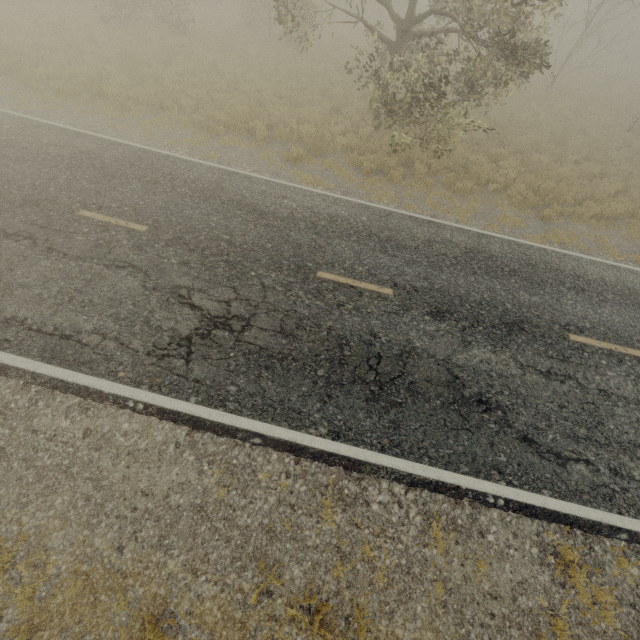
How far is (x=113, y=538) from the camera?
4.2 meters

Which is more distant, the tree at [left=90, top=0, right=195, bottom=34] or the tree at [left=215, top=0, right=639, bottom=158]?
the tree at [left=90, top=0, right=195, bottom=34]

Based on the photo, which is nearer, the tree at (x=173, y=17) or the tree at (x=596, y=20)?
the tree at (x=596, y=20)
